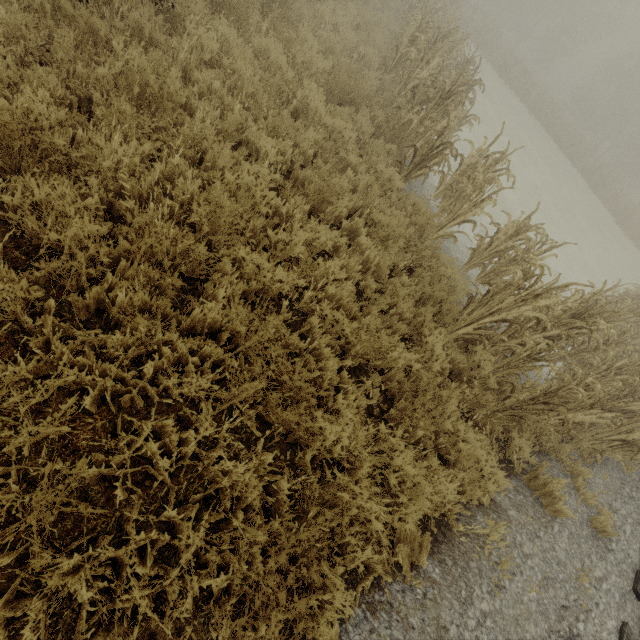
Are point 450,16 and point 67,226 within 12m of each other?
no

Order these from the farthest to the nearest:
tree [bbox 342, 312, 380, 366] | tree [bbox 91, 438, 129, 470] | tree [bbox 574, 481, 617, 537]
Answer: tree [bbox 574, 481, 617, 537], tree [bbox 342, 312, 380, 366], tree [bbox 91, 438, 129, 470]

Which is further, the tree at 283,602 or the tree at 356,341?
the tree at 356,341

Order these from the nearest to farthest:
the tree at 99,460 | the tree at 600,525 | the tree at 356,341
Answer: the tree at 99,460, the tree at 356,341, the tree at 600,525

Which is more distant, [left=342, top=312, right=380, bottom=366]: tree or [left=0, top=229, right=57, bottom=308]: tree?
[left=342, top=312, right=380, bottom=366]: tree

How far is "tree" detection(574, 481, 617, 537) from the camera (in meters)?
4.45
